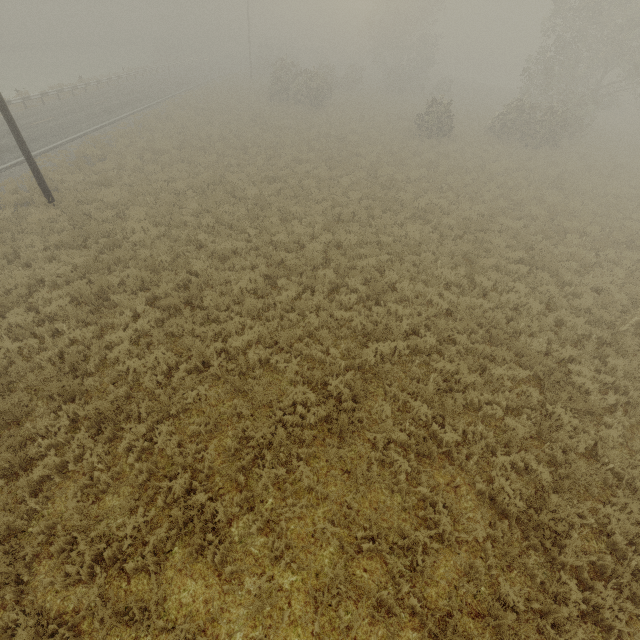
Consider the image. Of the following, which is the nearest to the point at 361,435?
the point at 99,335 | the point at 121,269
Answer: the point at 99,335
